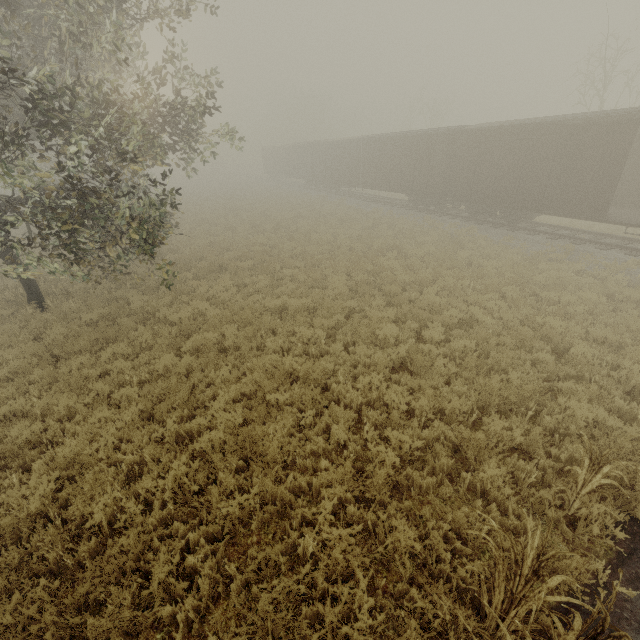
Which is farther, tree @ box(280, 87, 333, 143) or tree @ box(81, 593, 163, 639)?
tree @ box(280, 87, 333, 143)

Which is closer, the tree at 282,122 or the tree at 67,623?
the tree at 67,623

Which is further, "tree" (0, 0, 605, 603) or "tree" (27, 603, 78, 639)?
"tree" (0, 0, 605, 603)

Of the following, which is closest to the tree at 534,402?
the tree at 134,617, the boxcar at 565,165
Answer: the tree at 134,617

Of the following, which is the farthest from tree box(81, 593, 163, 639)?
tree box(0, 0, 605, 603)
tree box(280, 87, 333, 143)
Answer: tree box(280, 87, 333, 143)

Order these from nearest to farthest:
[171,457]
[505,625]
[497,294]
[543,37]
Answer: [505,625] → [171,457] → [497,294] → [543,37]

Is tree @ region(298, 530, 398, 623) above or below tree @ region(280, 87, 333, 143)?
below

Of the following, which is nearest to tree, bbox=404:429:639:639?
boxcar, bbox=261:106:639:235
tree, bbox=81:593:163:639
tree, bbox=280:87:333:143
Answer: tree, bbox=81:593:163:639
